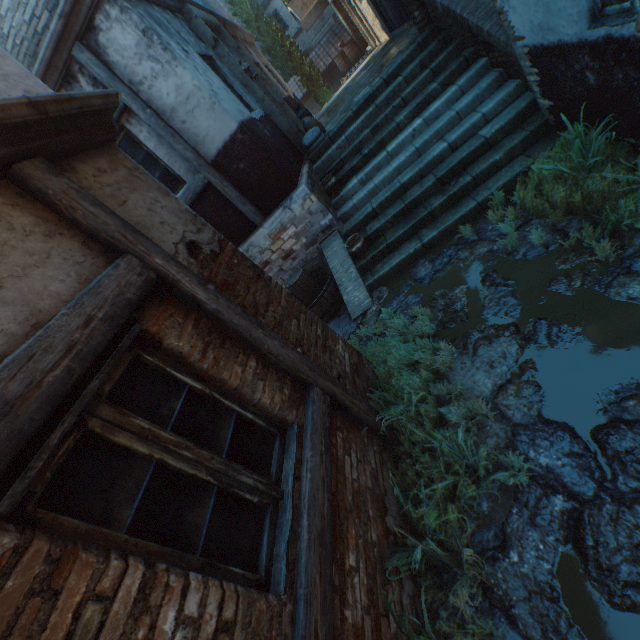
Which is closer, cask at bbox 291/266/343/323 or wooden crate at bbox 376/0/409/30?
cask at bbox 291/266/343/323

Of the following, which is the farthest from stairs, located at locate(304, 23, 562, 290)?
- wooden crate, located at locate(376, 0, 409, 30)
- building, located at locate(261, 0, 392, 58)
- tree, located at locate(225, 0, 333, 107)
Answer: tree, located at locate(225, 0, 333, 107)

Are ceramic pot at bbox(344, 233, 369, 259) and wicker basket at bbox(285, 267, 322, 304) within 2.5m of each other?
yes

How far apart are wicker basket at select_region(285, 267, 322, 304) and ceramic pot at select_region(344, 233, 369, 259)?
1.03m

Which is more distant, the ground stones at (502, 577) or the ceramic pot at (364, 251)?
the ceramic pot at (364, 251)

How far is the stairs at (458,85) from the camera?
4.9 meters

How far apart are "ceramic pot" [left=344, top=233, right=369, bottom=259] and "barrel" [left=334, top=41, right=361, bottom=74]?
18.90m

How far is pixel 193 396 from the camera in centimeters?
204cm
